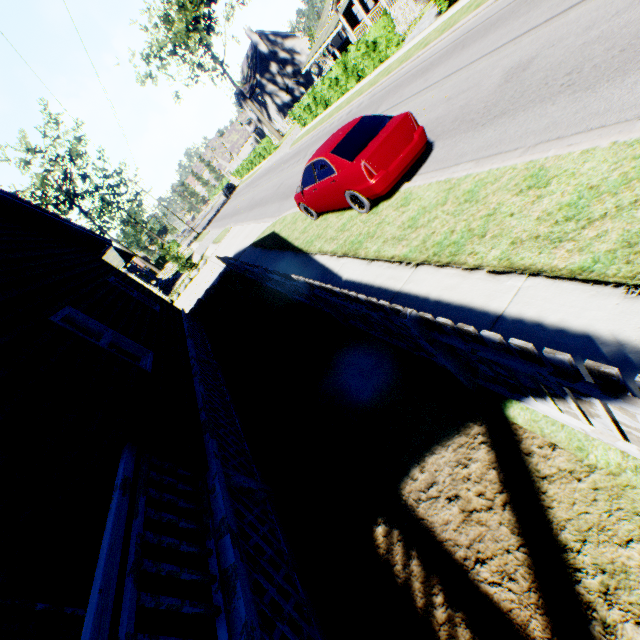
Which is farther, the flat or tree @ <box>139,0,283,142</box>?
tree @ <box>139,0,283,142</box>

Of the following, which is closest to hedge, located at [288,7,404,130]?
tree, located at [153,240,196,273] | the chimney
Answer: tree, located at [153,240,196,273]

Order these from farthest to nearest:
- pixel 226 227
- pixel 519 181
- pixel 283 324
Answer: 1. pixel 226 227
2. pixel 283 324
3. pixel 519 181

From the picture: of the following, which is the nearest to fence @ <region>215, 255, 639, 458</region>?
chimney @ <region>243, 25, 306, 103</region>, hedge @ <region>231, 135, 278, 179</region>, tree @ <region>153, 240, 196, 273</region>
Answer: tree @ <region>153, 240, 196, 273</region>

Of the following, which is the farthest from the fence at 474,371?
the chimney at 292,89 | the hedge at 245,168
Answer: the chimney at 292,89

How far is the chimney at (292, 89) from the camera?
46.07m

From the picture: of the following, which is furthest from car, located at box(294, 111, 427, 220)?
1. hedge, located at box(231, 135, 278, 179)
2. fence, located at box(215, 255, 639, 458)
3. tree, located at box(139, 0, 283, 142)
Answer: tree, located at box(139, 0, 283, 142)

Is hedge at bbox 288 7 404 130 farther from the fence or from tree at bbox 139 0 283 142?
the fence
